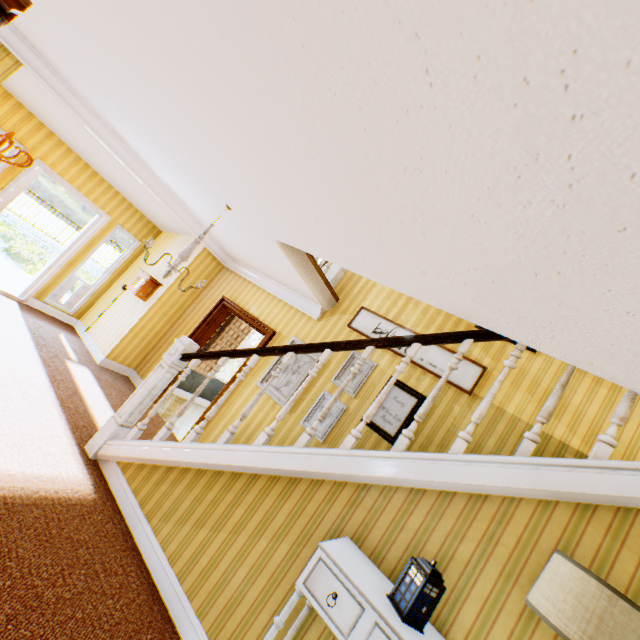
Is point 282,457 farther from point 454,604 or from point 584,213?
point 584,213

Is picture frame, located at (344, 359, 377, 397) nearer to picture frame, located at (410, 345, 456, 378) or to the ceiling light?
picture frame, located at (410, 345, 456, 378)

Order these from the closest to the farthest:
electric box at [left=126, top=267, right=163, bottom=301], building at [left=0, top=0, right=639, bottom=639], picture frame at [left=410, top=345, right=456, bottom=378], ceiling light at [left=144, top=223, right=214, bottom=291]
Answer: building at [left=0, top=0, right=639, bottom=639] → ceiling light at [left=144, top=223, right=214, bottom=291] → picture frame at [left=410, top=345, right=456, bottom=378] → electric box at [left=126, top=267, right=163, bottom=301]

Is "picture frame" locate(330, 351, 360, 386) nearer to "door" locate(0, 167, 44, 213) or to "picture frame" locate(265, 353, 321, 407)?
"picture frame" locate(265, 353, 321, 407)

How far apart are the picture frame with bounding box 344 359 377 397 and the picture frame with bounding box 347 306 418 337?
0.26m

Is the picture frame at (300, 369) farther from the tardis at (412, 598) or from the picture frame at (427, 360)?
the tardis at (412, 598)

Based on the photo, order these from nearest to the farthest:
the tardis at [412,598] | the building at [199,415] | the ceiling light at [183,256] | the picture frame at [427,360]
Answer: the building at [199,415]
the tardis at [412,598]
the ceiling light at [183,256]
the picture frame at [427,360]

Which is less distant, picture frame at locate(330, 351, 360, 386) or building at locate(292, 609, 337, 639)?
building at locate(292, 609, 337, 639)
